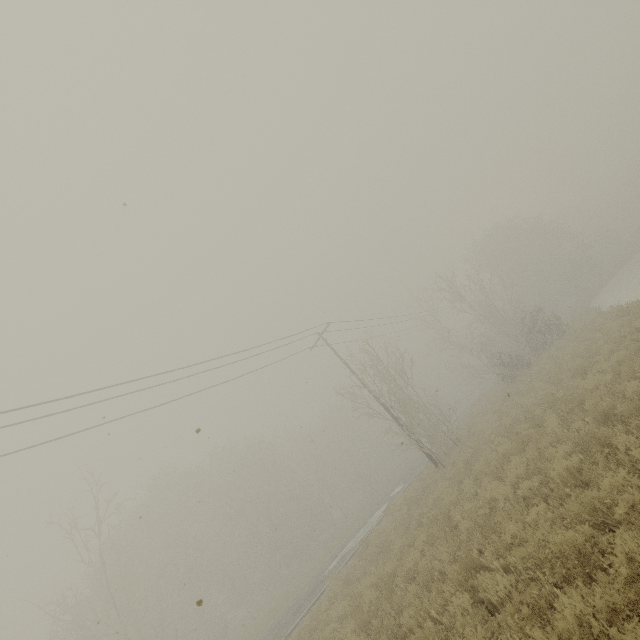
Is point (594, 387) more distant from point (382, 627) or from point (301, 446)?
point (301, 446)
